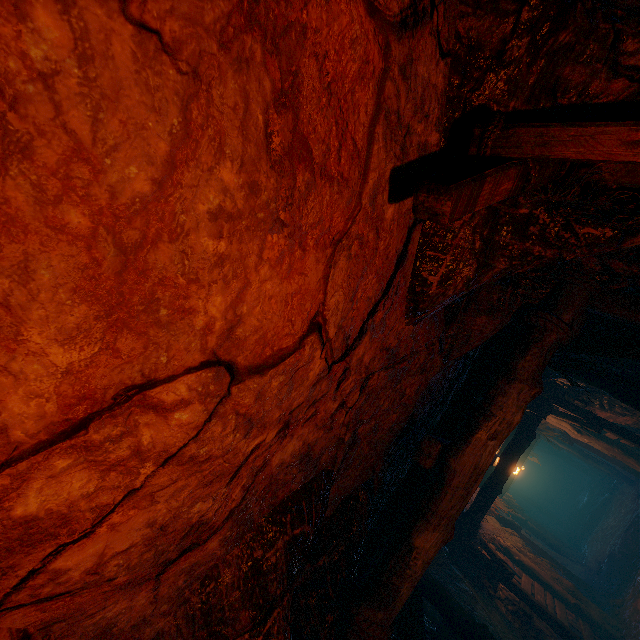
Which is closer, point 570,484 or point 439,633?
point 439,633
